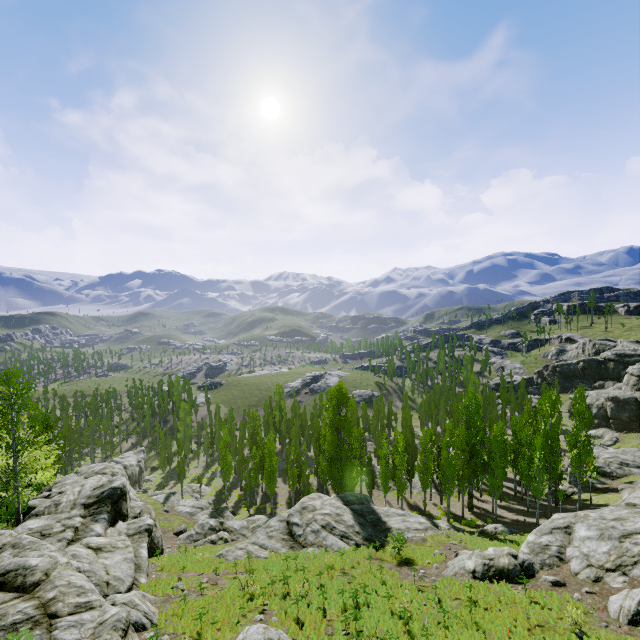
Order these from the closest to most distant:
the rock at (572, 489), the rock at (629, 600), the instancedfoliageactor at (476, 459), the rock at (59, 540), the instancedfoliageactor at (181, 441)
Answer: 1. the rock at (59, 540)
2. the rock at (629, 600)
3. the instancedfoliageactor at (476, 459)
4. the rock at (572, 489)
5. the instancedfoliageactor at (181, 441)

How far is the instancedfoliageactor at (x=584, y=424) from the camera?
31.23m

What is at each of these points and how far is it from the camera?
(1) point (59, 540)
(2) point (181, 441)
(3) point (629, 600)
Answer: (1) rock, 19.73m
(2) instancedfoliageactor, 50.22m
(3) rock, 14.66m

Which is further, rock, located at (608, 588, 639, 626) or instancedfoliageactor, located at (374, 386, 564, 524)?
instancedfoliageactor, located at (374, 386, 564, 524)

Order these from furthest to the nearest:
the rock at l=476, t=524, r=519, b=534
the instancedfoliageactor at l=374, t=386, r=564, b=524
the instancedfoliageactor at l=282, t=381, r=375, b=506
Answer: the instancedfoliageactor at l=282, t=381, r=375, b=506, the instancedfoliageactor at l=374, t=386, r=564, b=524, the rock at l=476, t=524, r=519, b=534

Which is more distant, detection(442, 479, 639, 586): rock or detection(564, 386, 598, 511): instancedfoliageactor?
detection(564, 386, 598, 511): instancedfoliageactor

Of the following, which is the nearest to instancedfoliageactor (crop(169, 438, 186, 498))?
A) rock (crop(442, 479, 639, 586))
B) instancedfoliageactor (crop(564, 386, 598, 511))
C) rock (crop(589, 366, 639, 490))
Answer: rock (crop(589, 366, 639, 490))

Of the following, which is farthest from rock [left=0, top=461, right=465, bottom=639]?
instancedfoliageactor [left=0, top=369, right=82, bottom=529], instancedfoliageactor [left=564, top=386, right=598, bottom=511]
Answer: instancedfoliageactor [left=564, top=386, right=598, bottom=511]
